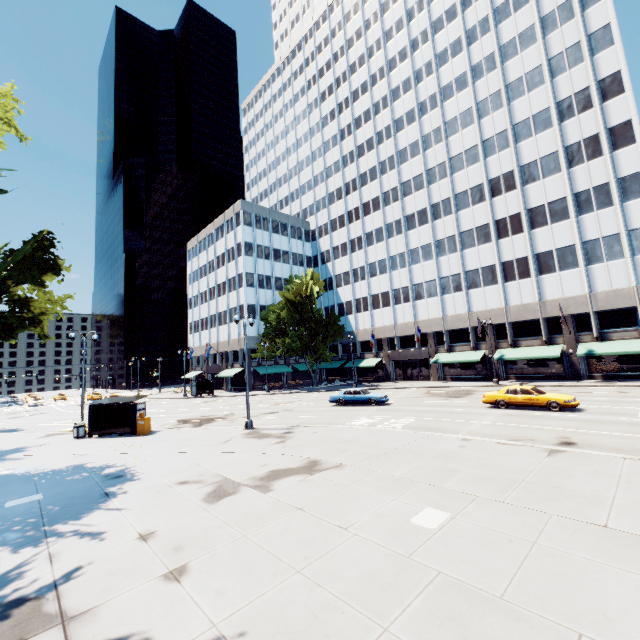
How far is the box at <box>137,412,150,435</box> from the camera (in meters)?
20.80

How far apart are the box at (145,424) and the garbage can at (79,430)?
3.9m

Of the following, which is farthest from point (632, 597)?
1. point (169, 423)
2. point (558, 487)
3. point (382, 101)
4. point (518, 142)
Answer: point (382, 101)

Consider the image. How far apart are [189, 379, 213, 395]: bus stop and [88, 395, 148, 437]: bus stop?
25.48m

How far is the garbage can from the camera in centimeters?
2120cm

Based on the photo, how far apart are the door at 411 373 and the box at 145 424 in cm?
3732

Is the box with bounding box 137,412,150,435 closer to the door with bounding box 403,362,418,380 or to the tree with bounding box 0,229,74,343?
the tree with bounding box 0,229,74,343

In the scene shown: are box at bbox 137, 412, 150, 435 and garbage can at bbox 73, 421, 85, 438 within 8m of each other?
yes
